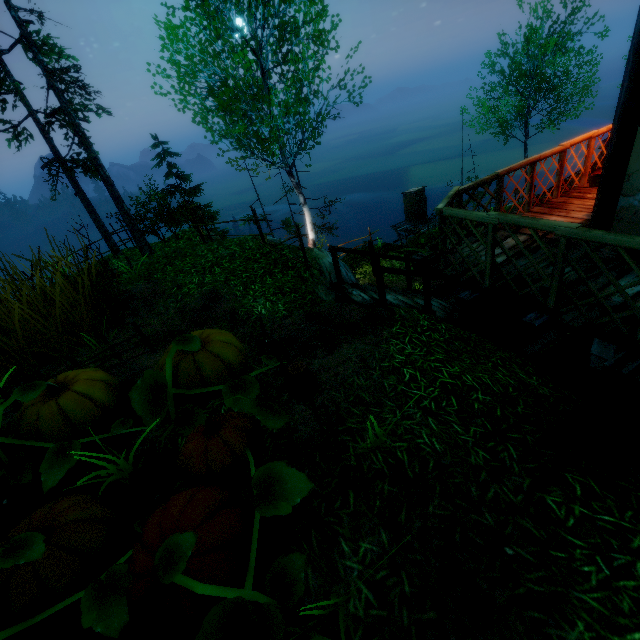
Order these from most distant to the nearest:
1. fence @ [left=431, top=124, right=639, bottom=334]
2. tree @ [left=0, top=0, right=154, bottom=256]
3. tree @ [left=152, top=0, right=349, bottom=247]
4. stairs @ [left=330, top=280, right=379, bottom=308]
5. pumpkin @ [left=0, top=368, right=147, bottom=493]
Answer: tree @ [left=152, top=0, right=349, bottom=247]
tree @ [left=0, top=0, right=154, bottom=256]
stairs @ [left=330, top=280, right=379, bottom=308]
pumpkin @ [left=0, top=368, right=147, bottom=493]
fence @ [left=431, top=124, right=639, bottom=334]

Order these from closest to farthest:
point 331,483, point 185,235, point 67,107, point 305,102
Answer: point 331,483, point 67,107, point 305,102, point 185,235

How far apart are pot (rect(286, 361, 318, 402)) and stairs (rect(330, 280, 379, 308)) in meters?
2.6

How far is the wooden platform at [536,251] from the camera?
4.8 meters

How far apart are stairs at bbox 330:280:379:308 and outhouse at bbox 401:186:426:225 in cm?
1942

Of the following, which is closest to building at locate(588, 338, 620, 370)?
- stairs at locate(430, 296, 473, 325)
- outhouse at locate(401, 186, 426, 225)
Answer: stairs at locate(430, 296, 473, 325)

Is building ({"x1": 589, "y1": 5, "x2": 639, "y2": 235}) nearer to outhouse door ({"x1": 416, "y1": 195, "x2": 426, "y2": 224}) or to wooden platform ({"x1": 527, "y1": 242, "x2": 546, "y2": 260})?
wooden platform ({"x1": 527, "y1": 242, "x2": 546, "y2": 260})

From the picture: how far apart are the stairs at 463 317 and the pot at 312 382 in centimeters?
393cm
